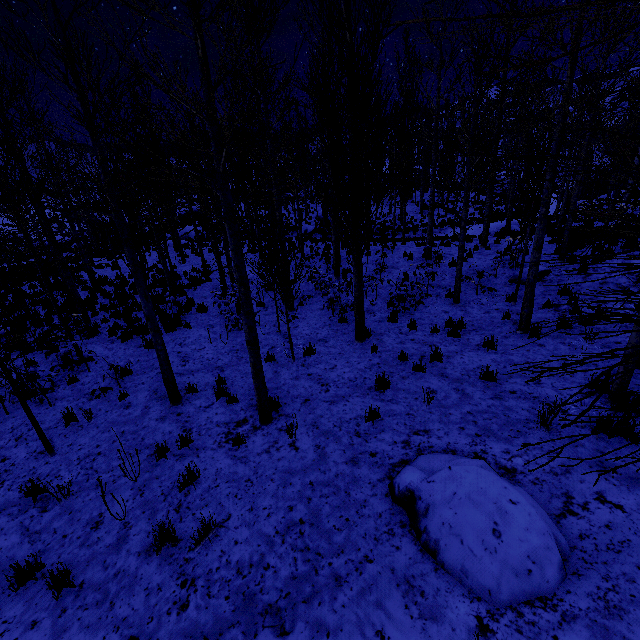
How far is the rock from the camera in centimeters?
314cm

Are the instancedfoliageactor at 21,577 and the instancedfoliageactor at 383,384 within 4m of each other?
no

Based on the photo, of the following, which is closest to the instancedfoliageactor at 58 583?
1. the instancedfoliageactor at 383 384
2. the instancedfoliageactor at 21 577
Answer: the instancedfoliageactor at 21 577

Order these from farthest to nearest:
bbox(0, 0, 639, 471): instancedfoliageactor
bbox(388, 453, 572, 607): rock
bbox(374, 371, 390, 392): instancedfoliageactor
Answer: bbox(374, 371, 390, 392): instancedfoliageactor → bbox(0, 0, 639, 471): instancedfoliageactor → bbox(388, 453, 572, 607): rock

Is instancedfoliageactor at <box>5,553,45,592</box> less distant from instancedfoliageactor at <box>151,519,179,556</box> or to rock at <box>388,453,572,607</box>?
instancedfoliageactor at <box>151,519,179,556</box>

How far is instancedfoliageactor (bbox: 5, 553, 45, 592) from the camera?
3.9m

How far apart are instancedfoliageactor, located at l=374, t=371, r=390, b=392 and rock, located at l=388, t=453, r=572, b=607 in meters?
1.9 m

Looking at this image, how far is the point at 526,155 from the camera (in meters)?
13.08
